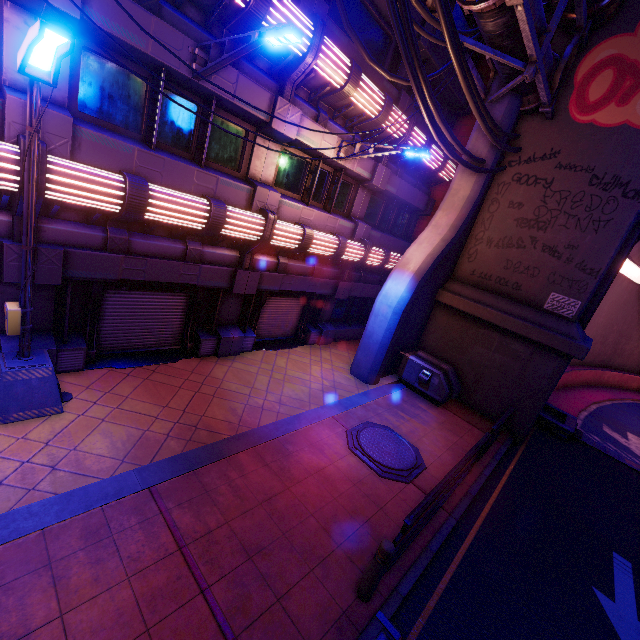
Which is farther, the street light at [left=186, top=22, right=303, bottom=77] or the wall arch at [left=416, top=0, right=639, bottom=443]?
the wall arch at [left=416, top=0, right=639, bottom=443]

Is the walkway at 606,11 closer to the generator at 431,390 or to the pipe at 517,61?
the pipe at 517,61

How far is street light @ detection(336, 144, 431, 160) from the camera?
8.7 meters

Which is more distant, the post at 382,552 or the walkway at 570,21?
the walkway at 570,21

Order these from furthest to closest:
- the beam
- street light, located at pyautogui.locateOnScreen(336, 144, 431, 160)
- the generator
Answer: the generator
street light, located at pyautogui.locateOnScreen(336, 144, 431, 160)
the beam

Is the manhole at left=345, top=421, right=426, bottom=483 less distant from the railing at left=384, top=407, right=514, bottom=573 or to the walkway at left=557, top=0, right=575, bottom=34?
the railing at left=384, top=407, right=514, bottom=573

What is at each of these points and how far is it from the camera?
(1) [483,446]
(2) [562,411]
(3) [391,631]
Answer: (1) railing, 8.7m
(2) tunnel, 15.1m
(3) floor crosswalk, 4.6m

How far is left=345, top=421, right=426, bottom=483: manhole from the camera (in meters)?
7.72
